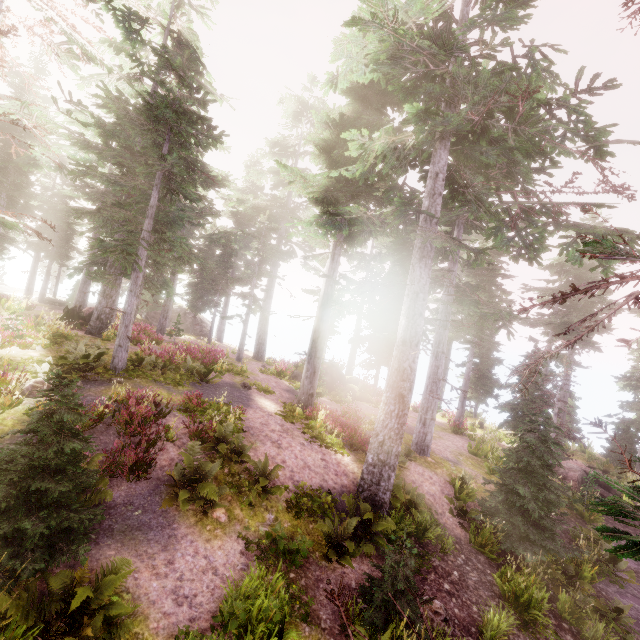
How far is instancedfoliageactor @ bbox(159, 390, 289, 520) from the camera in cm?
854

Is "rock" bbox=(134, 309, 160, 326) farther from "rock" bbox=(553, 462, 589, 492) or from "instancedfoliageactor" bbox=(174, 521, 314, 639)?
"rock" bbox=(553, 462, 589, 492)

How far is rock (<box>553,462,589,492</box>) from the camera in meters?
17.6 m

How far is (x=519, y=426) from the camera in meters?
21.7 m

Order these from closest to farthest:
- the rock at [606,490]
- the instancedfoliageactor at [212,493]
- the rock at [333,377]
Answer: the instancedfoliageactor at [212,493], the rock at [606,490], the rock at [333,377]

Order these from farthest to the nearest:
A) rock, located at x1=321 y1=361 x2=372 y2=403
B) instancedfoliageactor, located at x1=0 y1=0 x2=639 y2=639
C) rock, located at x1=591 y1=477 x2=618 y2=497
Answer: rock, located at x1=321 y1=361 x2=372 y2=403, rock, located at x1=591 y1=477 x2=618 y2=497, instancedfoliageactor, located at x1=0 y1=0 x2=639 y2=639

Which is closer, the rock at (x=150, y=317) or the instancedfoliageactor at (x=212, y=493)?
the instancedfoliageactor at (x=212, y=493)

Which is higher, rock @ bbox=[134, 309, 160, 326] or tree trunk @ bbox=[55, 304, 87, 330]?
tree trunk @ bbox=[55, 304, 87, 330]
